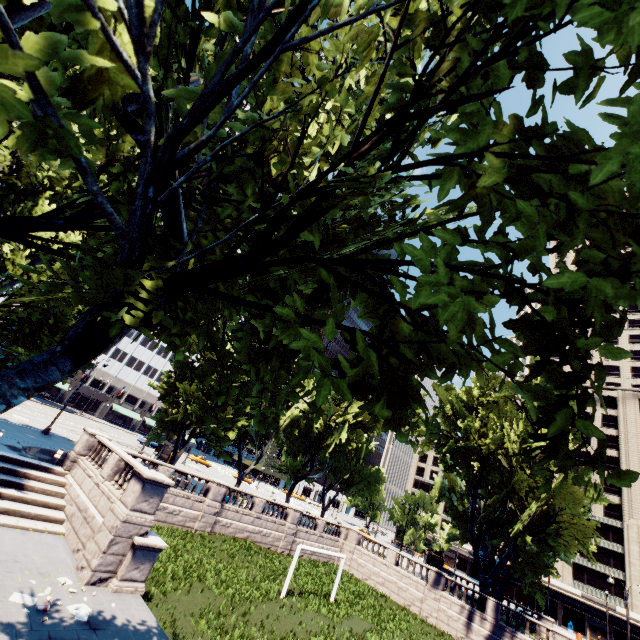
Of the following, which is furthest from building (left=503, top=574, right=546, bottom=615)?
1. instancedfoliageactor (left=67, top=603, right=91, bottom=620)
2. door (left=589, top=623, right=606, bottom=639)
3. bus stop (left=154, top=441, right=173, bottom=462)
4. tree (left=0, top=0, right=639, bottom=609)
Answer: instancedfoliageactor (left=67, top=603, right=91, bottom=620)

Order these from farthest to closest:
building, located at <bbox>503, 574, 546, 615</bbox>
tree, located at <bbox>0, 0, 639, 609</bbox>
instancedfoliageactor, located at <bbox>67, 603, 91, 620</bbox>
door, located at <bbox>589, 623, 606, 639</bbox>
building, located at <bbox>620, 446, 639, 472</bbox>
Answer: building, located at <bbox>620, 446, 639, 472</bbox> < building, located at <bbox>503, 574, 546, 615</bbox> < door, located at <bbox>589, 623, 606, 639</bbox> < instancedfoliageactor, located at <bbox>67, 603, 91, 620</bbox> < tree, located at <bbox>0, 0, 639, 609</bbox>

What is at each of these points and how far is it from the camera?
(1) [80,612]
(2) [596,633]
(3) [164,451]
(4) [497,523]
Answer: (1) instancedfoliageactor, 10.48m
(2) door, 50.94m
(3) bus stop, 41.53m
(4) tree, 42.25m

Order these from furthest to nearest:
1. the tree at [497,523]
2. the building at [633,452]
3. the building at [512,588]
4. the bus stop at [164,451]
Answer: the building at [633,452] → the building at [512,588] → the bus stop at [164,451] → the tree at [497,523]

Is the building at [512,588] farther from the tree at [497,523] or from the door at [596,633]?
the tree at [497,523]

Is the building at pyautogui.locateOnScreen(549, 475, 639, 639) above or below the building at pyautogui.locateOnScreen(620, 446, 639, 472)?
below

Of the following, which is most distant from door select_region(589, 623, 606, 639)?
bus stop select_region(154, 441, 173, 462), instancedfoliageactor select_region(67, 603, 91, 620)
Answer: instancedfoliageactor select_region(67, 603, 91, 620)

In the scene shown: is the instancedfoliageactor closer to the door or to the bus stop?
the bus stop
